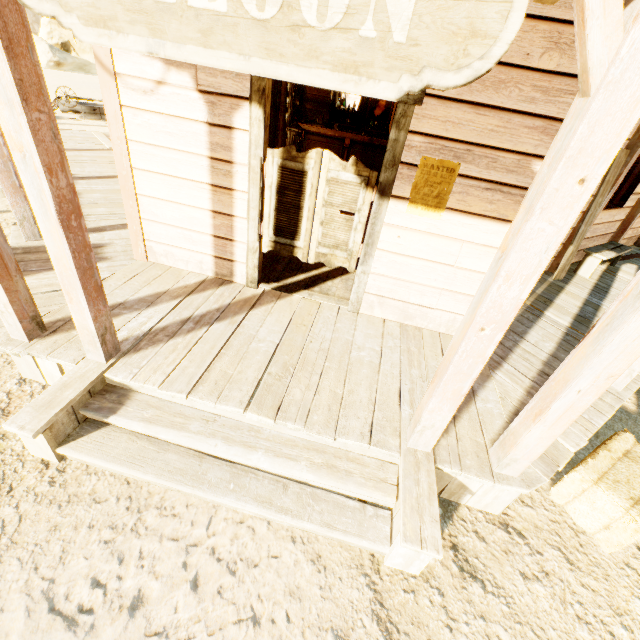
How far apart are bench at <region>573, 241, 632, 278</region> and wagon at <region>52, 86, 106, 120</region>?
16.77m

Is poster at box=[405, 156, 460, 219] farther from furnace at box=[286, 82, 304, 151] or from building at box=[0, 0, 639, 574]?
furnace at box=[286, 82, 304, 151]

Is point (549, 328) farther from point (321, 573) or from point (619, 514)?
point (321, 573)

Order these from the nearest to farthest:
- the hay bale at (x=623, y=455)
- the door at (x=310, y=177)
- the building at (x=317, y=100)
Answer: Answer: the hay bale at (x=623, y=455) < the door at (x=310, y=177) < the building at (x=317, y=100)

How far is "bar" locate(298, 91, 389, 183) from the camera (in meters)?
9.12

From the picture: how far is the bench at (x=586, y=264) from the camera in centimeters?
581cm

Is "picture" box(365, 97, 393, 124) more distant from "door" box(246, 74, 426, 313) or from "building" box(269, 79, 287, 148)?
"door" box(246, 74, 426, 313)

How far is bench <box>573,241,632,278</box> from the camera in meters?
5.8 m
